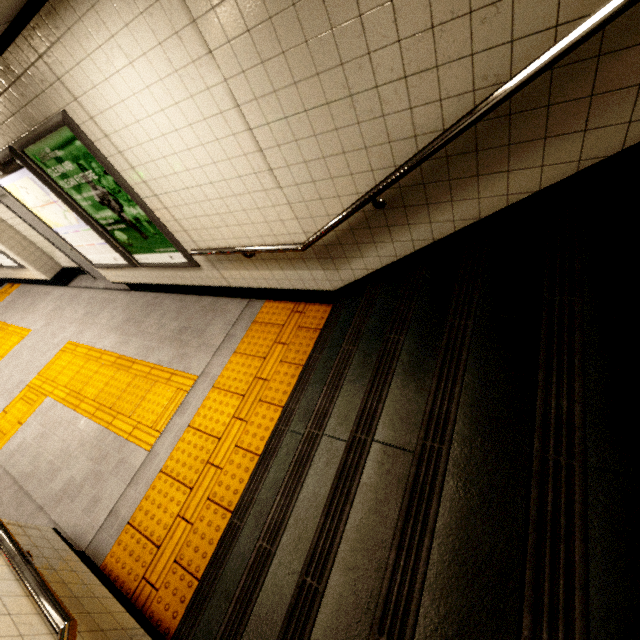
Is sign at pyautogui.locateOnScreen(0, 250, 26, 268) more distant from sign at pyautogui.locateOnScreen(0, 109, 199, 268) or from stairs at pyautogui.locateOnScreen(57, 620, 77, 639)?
stairs at pyautogui.locateOnScreen(57, 620, 77, 639)

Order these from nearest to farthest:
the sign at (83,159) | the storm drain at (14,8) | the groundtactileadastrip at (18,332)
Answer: the storm drain at (14,8) → the sign at (83,159) → the groundtactileadastrip at (18,332)

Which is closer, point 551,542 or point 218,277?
point 551,542

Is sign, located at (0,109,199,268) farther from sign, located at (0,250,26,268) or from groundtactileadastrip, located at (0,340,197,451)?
sign, located at (0,250,26,268)

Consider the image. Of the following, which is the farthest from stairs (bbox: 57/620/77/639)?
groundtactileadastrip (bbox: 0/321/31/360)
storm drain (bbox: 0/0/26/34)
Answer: groundtactileadastrip (bbox: 0/321/31/360)

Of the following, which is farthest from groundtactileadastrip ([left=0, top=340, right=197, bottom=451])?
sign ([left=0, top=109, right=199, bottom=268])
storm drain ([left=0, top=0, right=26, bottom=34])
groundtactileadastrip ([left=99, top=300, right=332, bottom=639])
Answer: storm drain ([left=0, top=0, right=26, bottom=34])

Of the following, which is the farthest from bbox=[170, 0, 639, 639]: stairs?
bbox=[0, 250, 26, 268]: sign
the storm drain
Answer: bbox=[0, 250, 26, 268]: sign

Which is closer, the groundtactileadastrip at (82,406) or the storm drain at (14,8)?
the storm drain at (14,8)
